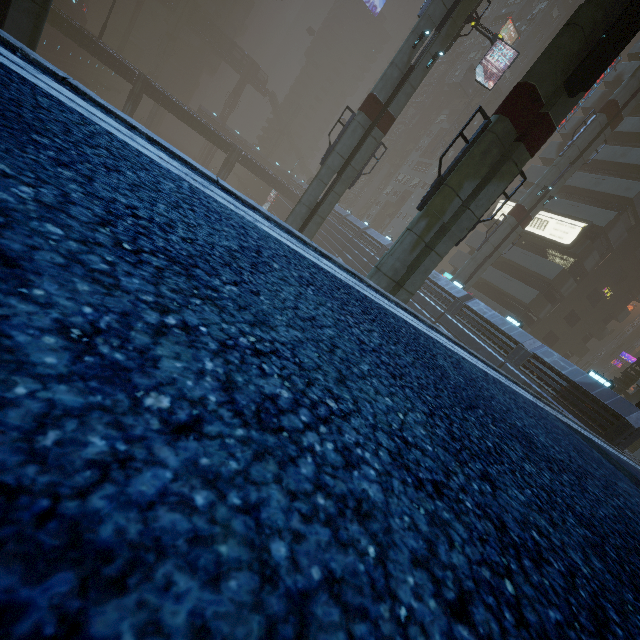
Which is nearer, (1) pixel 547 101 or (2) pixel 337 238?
(1) pixel 547 101

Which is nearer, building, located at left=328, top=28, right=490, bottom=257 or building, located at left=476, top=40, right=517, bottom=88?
building, located at left=328, top=28, right=490, bottom=257

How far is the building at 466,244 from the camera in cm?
3862

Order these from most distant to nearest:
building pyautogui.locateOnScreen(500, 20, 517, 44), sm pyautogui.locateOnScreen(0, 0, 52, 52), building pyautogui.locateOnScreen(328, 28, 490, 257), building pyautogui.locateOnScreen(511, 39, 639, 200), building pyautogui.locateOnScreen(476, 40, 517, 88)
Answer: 1. building pyautogui.locateOnScreen(500, 20, 517, 44)
2. building pyautogui.locateOnScreen(476, 40, 517, 88)
3. building pyautogui.locateOnScreen(328, 28, 490, 257)
4. building pyautogui.locateOnScreen(511, 39, 639, 200)
5. sm pyautogui.locateOnScreen(0, 0, 52, 52)

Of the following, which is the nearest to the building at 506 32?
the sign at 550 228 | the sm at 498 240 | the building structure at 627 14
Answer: the sign at 550 228

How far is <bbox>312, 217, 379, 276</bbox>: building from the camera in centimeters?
3425cm
